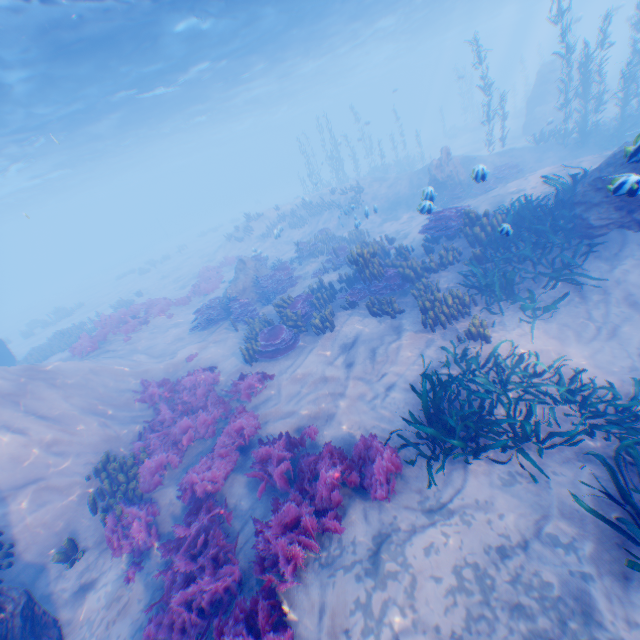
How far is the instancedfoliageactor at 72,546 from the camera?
6.50m

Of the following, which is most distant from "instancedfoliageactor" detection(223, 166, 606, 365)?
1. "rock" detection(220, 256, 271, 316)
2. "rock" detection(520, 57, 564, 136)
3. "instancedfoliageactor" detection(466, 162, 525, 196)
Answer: "instancedfoliageactor" detection(466, 162, 525, 196)

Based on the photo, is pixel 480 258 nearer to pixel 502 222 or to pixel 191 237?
pixel 502 222

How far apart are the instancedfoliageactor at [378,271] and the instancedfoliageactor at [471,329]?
3.1m

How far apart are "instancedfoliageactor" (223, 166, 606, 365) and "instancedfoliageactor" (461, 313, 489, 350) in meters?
3.1

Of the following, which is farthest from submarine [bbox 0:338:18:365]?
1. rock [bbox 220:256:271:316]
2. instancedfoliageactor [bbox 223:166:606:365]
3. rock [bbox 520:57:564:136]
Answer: rock [bbox 220:256:271:316]

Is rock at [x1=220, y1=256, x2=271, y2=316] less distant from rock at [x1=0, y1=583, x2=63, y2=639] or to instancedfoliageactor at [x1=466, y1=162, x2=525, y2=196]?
rock at [x1=0, y1=583, x2=63, y2=639]

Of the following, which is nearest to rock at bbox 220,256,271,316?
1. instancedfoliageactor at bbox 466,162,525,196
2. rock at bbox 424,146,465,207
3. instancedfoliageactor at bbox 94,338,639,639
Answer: instancedfoliageactor at bbox 94,338,639,639
